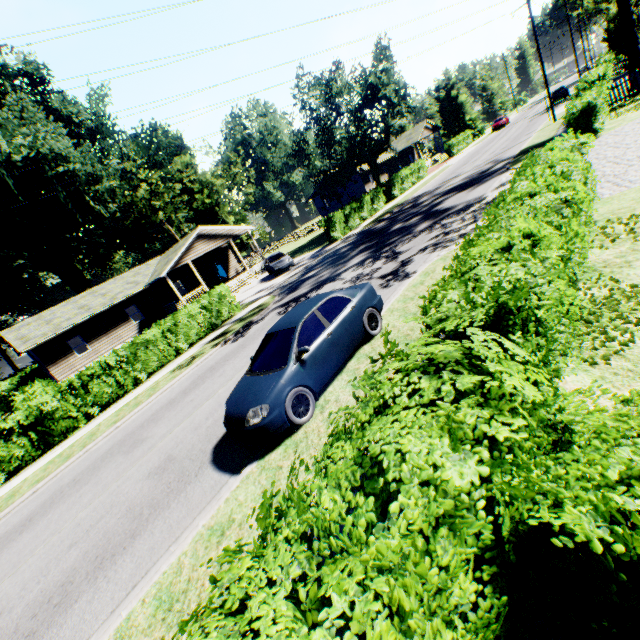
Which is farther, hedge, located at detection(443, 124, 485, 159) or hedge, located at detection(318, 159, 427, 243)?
hedge, located at detection(443, 124, 485, 159)

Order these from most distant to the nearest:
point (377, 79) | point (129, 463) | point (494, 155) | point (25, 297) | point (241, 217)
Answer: point (241, 217) → point (25, 297) → point (377, 79) → point (494, 155) → point (129, 463)

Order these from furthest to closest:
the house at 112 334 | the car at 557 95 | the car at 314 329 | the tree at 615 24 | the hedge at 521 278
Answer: the car at 557 95 < the house at 112 334 < the tree at 615 24 < the car at 314 329 < the hedge at 521 278

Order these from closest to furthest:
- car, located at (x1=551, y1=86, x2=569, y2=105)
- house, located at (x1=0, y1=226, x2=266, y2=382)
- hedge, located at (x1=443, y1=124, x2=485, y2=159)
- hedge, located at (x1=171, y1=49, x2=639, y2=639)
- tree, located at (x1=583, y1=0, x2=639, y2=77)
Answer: hedge, located at (x1=171, y1=49, x2=639, y2=639), tree, located at (x1=583, y1=0, x2=639, y2=77), house, located at (x1=0, y1=226, x2=266, y2=382), car, located at (x1=551, y1=86, x2=569, y2=105), hedge, located at (x1=443, y1=124, x2=485, y2=159)

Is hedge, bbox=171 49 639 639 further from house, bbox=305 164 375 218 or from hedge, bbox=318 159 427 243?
house, bbox=305 164 375 218

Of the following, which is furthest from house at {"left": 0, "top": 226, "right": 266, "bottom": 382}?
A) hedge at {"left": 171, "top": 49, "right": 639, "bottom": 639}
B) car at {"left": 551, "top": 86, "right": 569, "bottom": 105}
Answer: car at {"left": 551, "top": 86, "right": 569, "bottom": 105}

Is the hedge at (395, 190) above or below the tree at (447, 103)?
below

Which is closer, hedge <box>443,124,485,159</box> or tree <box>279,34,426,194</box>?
tree <box>279,34,426,194</box>
